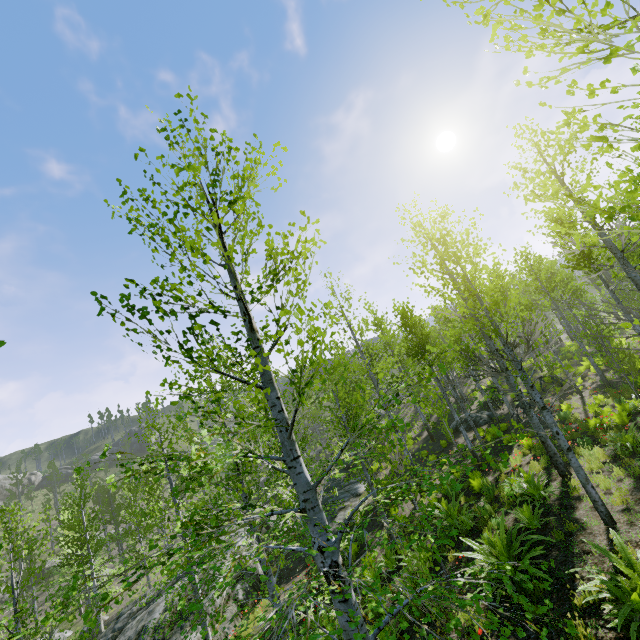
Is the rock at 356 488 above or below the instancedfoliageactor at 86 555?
below

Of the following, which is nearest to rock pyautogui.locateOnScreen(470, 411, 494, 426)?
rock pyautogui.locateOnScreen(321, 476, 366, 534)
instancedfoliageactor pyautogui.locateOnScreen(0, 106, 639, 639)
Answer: rock pyautogui.locateOnScreen(321, 476, 366, 534)

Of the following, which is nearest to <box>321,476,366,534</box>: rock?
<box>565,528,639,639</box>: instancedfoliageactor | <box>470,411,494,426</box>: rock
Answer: <box>565,528,639,639</box>: instancedfoliageactor

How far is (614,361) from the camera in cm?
1113

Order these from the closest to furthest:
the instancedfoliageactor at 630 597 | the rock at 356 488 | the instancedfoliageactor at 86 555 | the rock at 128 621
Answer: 1. the instancedfoliageactor at 86 555
2. the instancedfoliageactor at 630 597
3. the rock at 128 621
4. the rock at 356 488

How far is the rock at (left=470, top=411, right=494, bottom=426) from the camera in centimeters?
2222cm

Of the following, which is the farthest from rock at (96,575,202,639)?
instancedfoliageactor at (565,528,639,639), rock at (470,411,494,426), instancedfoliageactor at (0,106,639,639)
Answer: rock at (470,411,494,426)

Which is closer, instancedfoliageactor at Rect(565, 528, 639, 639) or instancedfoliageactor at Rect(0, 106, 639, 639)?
instancedfoliageactor at Rect(0, 106, 639, 639)
